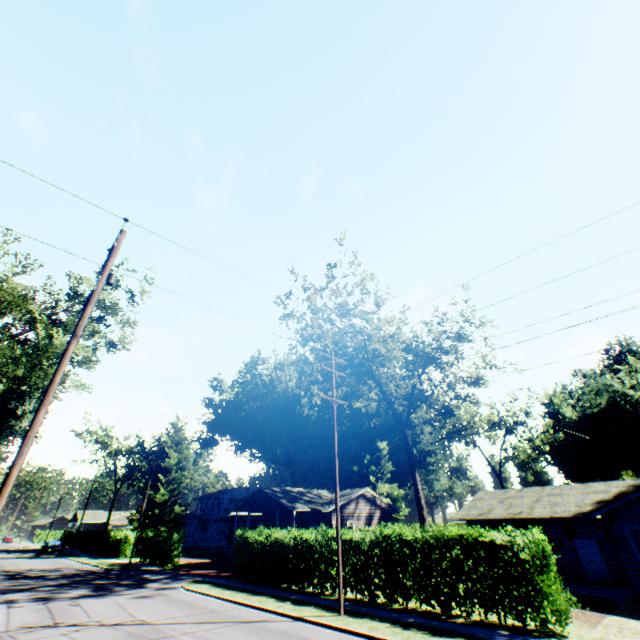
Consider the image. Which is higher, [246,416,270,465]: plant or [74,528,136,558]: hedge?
[246,416,270,465]: plant

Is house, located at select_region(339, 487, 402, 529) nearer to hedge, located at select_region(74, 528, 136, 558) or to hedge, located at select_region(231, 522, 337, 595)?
hedge, located at select_region(231, 522, 337, 595)

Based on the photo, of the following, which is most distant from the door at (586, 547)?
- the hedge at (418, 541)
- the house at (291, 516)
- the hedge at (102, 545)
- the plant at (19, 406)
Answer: the plant at (19, 406)

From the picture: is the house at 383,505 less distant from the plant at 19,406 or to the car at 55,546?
the plant at 19,406

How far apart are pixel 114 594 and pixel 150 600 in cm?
339

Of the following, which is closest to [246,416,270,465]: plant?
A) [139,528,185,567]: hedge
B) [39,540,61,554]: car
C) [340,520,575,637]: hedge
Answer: [139,528,185,567]: hedge

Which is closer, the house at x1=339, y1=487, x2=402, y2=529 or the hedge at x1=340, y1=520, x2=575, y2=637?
the hedge at x1=340, y1=520, x2=575, y2=637

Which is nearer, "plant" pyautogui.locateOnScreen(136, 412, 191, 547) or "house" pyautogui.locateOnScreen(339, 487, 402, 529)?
"house" pyautogui.locateOnScreen(339, 487, 402, 529)
